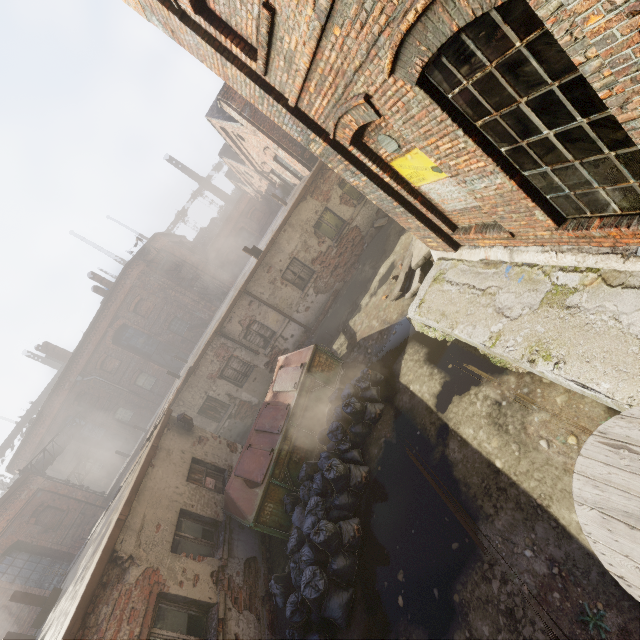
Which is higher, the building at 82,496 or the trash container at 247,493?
the building at 82,496

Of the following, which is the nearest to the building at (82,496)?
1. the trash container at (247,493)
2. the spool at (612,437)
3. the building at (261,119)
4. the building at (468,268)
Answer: the trash container at (247,493)

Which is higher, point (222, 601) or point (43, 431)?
point (43, 431)

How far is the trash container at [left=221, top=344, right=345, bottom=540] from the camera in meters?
7.0 m

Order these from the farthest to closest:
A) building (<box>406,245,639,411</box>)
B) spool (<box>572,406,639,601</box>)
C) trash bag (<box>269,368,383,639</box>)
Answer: trash bag (<box>269,368,383,639</box>), building (<box>406,245,639,411</box>), spool (<box>572,406,639,601</box>)

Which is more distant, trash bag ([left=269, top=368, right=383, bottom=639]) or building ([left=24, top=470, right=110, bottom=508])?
building ([left=24, top=470, right=110, bottom=508])

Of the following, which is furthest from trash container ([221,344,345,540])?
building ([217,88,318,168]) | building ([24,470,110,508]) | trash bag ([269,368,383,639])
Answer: building ([24,470,110,508])

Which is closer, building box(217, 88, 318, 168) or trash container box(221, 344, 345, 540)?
trash container box(221, 344, 345, 540)
